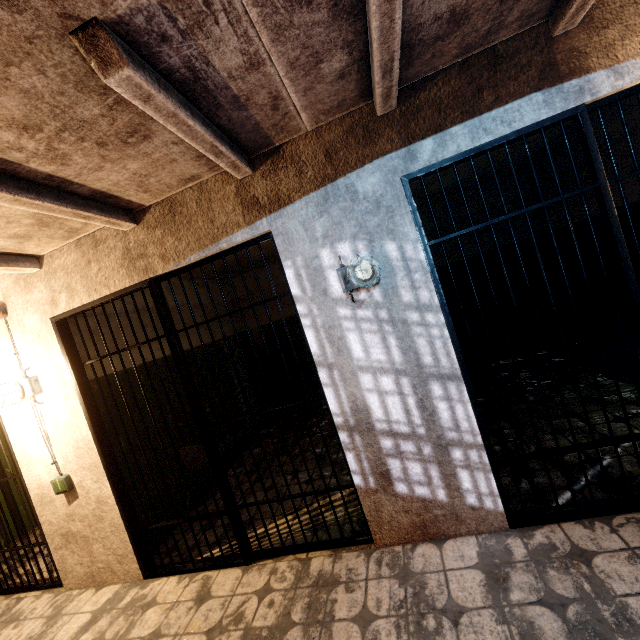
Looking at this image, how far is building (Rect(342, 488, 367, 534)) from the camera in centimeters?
254cm

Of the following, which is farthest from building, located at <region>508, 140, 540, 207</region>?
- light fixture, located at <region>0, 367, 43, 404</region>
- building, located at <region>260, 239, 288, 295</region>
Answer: light fixture, located at <region>0, 367, 43, 404</region>

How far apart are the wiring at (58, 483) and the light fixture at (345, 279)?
3.0m

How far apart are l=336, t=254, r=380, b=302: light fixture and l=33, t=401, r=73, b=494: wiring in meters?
3.0

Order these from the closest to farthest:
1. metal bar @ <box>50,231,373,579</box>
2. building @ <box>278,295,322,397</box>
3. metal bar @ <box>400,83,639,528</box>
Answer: metal bar @ <box>400,83,639,528</box>
metal bar @ <box>50,231,373,579</box>
building @ <box>278,295,322,397</box>

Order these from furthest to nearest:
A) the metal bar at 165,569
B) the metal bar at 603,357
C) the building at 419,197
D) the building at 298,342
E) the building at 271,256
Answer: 1. the building at 298,342
2. the building at 271,256
3. the building at 419,197
4. the metal bar at 165,569
5. the metal bar at 603,357

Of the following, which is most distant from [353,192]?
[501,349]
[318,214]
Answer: [501,349]
